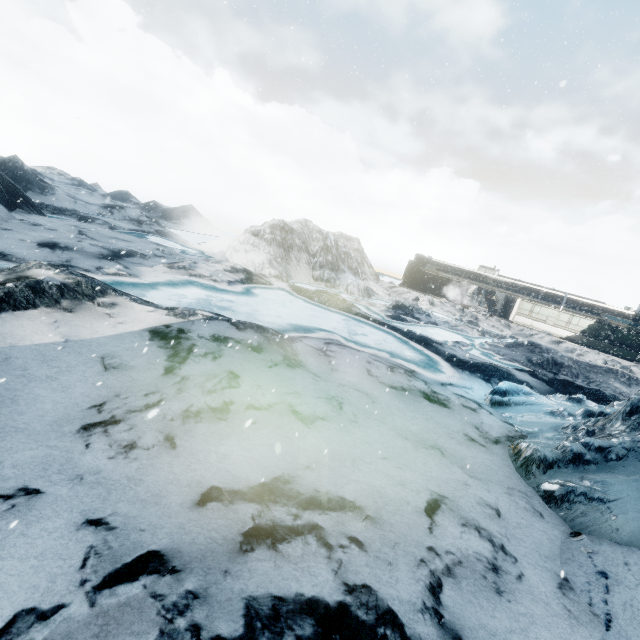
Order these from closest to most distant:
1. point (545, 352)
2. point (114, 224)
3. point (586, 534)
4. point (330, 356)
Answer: point (586, 534) < point (330, 356) < point (545, 352) < point (114, 224)
